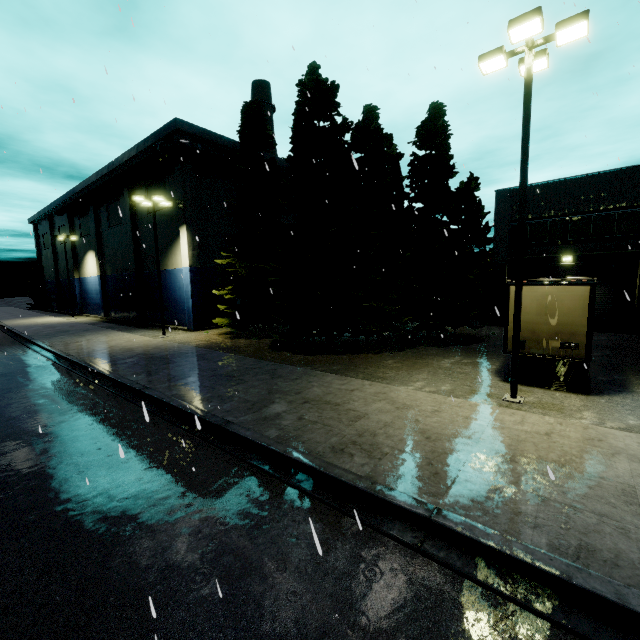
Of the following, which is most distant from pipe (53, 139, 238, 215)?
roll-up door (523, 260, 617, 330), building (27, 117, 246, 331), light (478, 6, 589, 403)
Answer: Answer: roll-up door (523, 260, 617, 330)

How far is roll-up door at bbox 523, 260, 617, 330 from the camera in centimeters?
2062cm

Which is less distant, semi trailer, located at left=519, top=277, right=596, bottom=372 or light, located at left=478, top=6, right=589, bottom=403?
light, located at left=478, top=6, right=589, bottom=403

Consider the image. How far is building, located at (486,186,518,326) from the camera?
23.30m

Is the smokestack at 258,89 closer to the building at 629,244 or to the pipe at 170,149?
the building at 629,244

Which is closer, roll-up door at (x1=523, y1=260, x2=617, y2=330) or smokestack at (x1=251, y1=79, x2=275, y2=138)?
roll-up door at (x1=523, y1=260, x2=617, y2=330)

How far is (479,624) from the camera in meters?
3.6 m

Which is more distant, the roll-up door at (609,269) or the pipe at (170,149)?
the pipe at (170,149)
